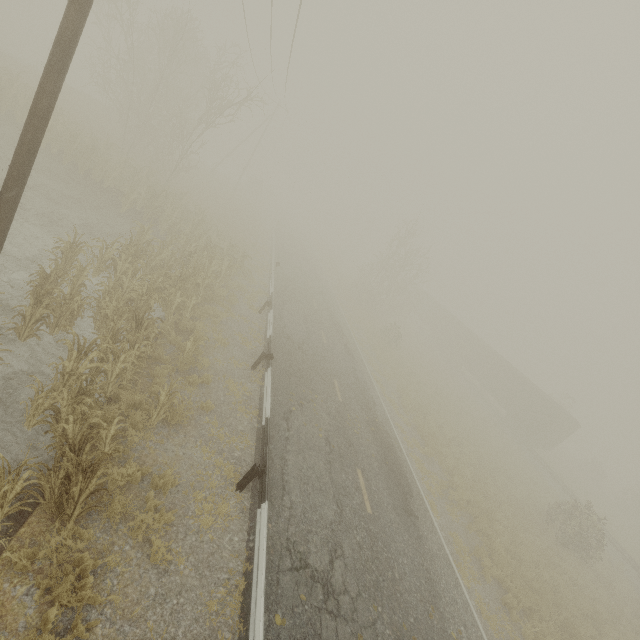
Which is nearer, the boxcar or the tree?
the tree

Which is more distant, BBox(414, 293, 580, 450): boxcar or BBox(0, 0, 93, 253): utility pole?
BBox(414, 293, 580, 450): boxcar

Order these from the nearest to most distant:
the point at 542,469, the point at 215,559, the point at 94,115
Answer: the point at 215,559, the point at 94,115, the point at 542,469

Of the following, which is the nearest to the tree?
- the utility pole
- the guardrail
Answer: the guardrail

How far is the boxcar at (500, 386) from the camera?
30.00m

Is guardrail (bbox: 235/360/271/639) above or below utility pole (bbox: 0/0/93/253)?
below

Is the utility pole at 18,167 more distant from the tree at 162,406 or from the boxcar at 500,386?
the boxcar at 500,386

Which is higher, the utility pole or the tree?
the utility pole
